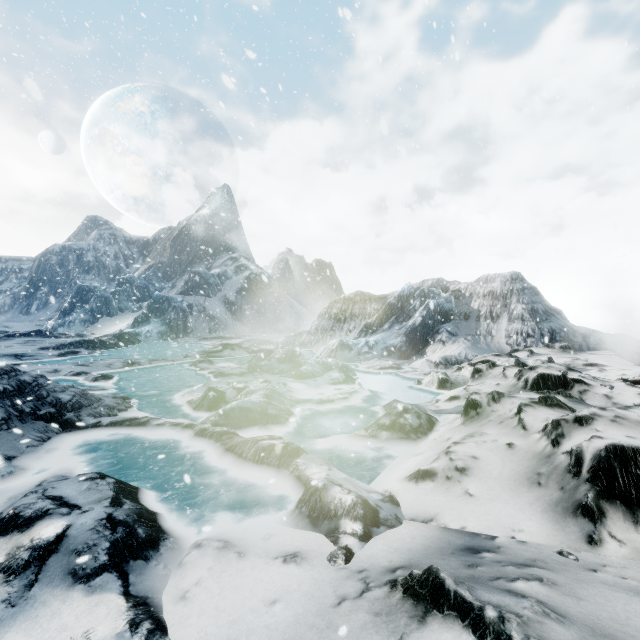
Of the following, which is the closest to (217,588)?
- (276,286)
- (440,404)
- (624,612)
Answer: (624,612)
